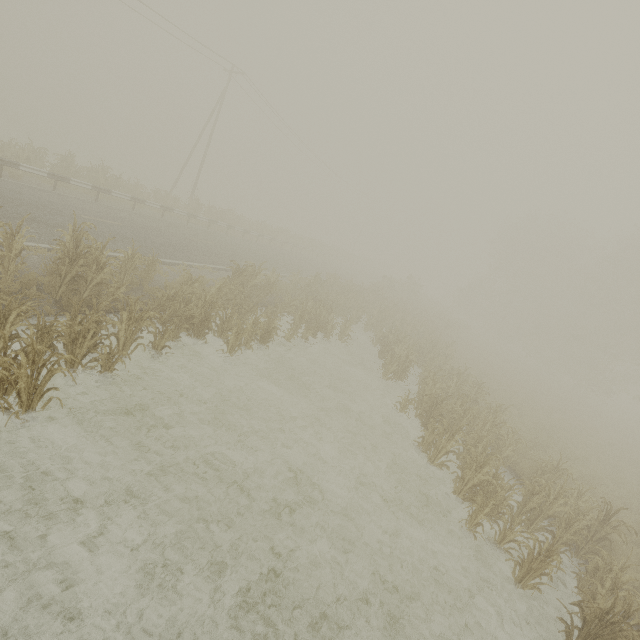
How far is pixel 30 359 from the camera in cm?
542

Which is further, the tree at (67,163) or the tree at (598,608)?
the tree at (67,163)

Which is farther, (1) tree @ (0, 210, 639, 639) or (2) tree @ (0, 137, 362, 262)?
(2) tree @ (0, 137, 362, 262)
